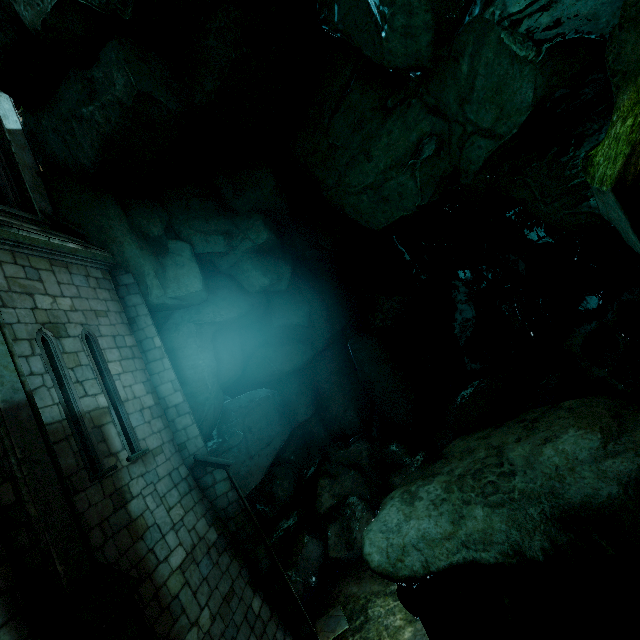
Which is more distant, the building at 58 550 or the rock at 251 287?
the rock at 251 287

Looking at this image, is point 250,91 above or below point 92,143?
below

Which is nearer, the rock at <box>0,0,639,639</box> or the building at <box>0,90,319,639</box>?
the building at <box>0,90,319,639</box>
